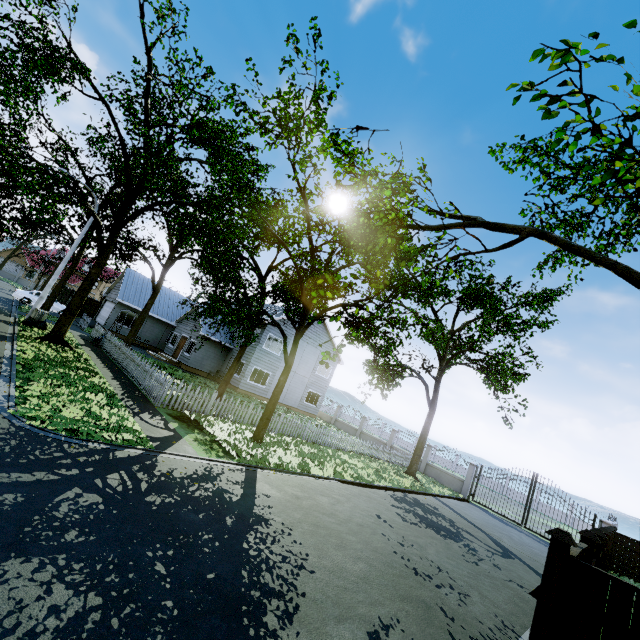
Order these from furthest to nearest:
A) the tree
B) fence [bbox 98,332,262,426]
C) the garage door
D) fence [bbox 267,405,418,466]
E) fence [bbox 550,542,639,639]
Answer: the garage door < fence [bbox 267,405,418,466] < fence [bbox 98,332,262,426] < the tree < fence [bbox 550,542,639,639]

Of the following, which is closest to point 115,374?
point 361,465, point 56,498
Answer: point 56,498

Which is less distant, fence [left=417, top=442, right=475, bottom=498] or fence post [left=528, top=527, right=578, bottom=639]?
fence post [left=528, top=527, right=578, bottom=639]

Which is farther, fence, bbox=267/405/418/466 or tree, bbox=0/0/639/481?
fence, bbox=267/405/418/466

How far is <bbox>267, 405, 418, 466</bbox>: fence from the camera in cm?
1653

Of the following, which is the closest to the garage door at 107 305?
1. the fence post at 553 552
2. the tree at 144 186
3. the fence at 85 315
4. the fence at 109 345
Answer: the tree at 144 186

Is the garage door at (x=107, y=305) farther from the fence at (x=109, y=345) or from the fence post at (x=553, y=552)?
the fence post at (x=553, y=552)
